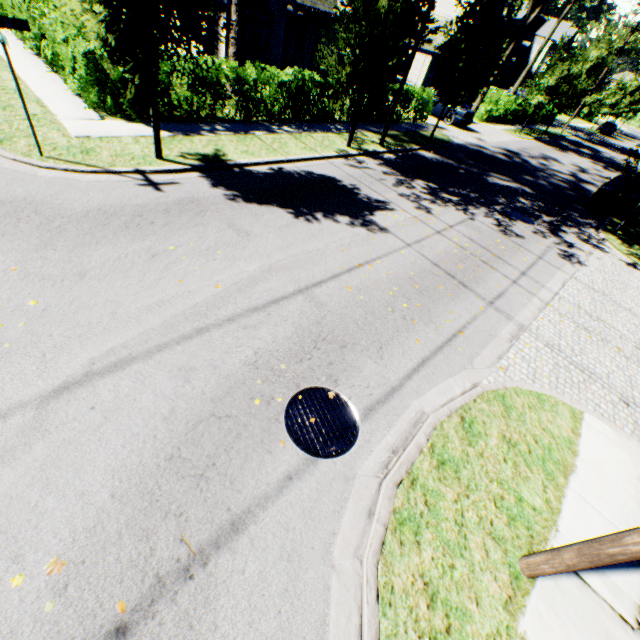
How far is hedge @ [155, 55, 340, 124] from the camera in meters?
10.6

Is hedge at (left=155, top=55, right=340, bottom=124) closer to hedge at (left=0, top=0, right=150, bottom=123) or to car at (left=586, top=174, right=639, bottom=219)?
hedge at (left=0, top=0, right=150, bottom=123)

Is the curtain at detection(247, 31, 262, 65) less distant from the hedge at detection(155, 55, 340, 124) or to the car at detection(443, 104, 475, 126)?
the hedge at detection(155, 55, 340, 124)

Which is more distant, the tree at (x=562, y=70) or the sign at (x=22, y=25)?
the tree at (x=562, y=70)

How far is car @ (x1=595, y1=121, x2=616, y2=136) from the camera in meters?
48.6

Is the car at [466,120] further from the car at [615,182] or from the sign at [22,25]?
the sign at [22,25]

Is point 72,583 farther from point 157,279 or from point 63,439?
point 157,279

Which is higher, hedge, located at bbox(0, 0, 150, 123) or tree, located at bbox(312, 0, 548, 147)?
tree, located at bbox(312, 0, 548, 147)
